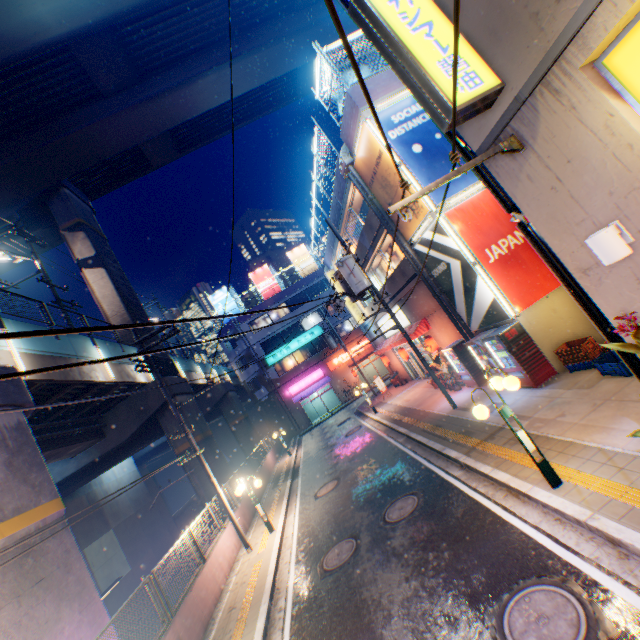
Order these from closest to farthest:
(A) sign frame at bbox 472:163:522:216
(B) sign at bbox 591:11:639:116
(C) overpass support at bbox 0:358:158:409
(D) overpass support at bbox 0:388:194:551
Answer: (B) sign at bbox 591:11:639:116, (A) sign frame at bbox 472:163:522:216, (D) overpass support at bbox 0:388:194:551, (C) overpass support at bbox 0:358:158:409

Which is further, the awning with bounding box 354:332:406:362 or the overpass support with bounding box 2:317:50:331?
the awning with bounding box 354:332:406:362

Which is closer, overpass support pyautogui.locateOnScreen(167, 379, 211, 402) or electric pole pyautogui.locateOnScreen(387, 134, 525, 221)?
electric pole pyautogui.locateOnScreen(387, 134, 525, 221)

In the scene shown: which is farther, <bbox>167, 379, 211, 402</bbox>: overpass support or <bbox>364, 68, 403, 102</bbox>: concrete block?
<bbox>167, 379, 211, 402</bbox>: overpass support

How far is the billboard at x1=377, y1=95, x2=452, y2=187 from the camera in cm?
1173

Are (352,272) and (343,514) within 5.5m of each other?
no

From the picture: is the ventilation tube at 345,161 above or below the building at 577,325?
above

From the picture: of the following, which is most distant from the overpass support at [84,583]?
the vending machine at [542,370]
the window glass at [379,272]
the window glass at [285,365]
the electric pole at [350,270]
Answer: the window glass at [379,272]
